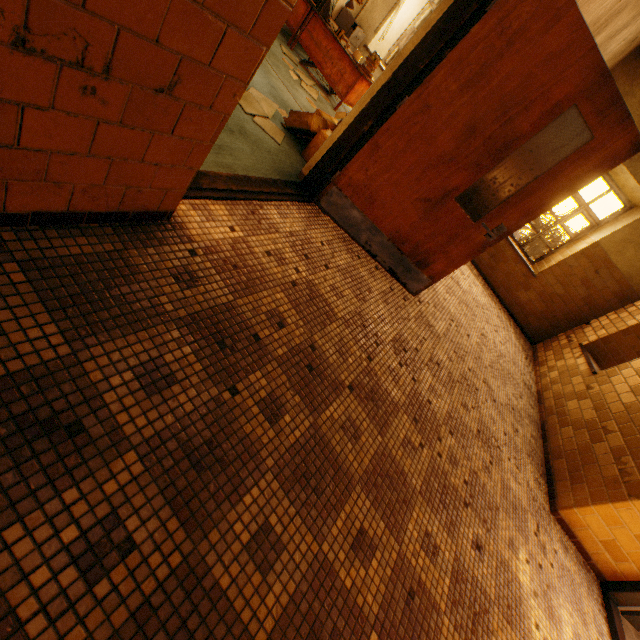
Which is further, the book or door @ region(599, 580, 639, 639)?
the book

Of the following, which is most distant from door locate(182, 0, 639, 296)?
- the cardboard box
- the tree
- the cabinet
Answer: the tree

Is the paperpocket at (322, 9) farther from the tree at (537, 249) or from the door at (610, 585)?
the door at (610, 585)

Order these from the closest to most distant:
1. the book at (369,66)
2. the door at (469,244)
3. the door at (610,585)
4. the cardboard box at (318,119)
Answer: the door at (469,244) < the door at (610,585) < the cardboard box at (318,119) < the book at (369,66)

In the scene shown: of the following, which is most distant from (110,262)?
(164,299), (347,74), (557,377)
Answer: (557,377)

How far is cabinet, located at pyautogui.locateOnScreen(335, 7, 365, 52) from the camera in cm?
659

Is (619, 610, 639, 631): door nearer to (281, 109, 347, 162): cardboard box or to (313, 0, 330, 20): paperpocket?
(281, 109, 347, 162): cardboard box

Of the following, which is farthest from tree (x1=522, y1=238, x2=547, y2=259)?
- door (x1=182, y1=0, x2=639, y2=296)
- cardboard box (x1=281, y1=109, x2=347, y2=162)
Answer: door (x1=182, y1=0, x2=639, y2=296)
